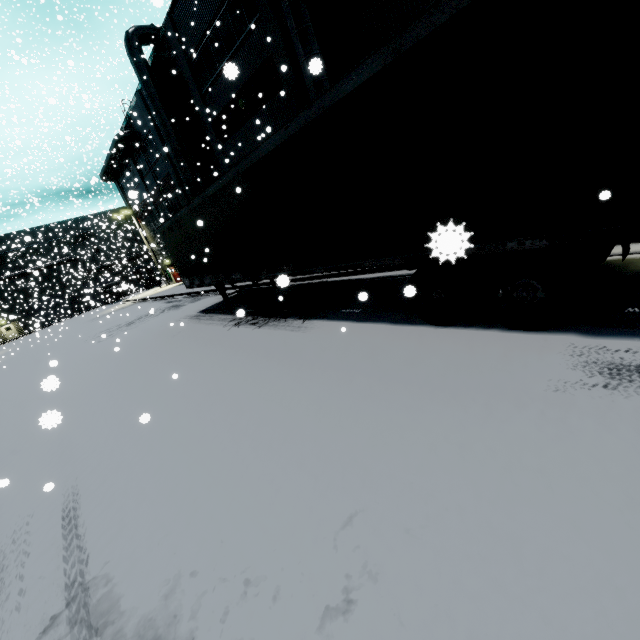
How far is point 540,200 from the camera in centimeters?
358cm

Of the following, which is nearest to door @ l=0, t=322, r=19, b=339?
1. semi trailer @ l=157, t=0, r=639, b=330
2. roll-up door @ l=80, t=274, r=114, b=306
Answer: roll-up door @ l=80, t=274, r=114, b=306

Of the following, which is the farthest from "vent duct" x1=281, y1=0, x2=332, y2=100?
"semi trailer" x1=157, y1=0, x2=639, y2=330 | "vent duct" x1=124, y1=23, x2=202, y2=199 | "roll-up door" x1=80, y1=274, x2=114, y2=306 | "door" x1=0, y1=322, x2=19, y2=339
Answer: "door" x1=0, y1=322, x2=19, y2=339

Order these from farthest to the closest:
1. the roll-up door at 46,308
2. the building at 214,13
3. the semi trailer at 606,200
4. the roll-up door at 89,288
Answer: the roll-up door at 46,308
the roll-up door at 89,288
the building at 214,13
the semi trailer at 606,200

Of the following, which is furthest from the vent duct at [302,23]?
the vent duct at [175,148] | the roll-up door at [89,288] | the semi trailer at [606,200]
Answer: the roll-up door at [89,288]

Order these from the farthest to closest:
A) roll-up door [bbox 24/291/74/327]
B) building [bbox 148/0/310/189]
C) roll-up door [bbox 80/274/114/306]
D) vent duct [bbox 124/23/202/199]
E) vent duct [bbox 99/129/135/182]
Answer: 1. roll-up door [bbox 24/291/74/327]
2. roll-up door [bbox 80/274/114/306]
3. vent duct [bbox 99/129/135/182]
4. vent duct [bbox 124/23/202/199]
5. building [bbox 148/0/310/189]

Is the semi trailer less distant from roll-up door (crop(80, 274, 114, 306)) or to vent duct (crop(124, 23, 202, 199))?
roll-up door (crop(80, 274, 114, 306))

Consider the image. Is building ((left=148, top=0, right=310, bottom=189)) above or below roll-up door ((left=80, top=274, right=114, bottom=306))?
above
